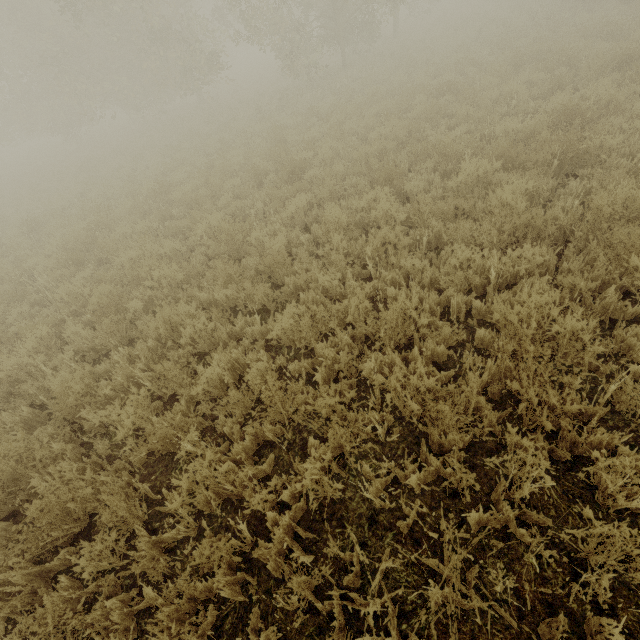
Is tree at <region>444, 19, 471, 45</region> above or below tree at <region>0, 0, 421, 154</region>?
below

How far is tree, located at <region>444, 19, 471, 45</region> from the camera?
15.35m

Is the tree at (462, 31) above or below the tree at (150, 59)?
below

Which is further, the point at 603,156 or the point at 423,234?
the point at 423,234

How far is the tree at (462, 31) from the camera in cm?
1535
